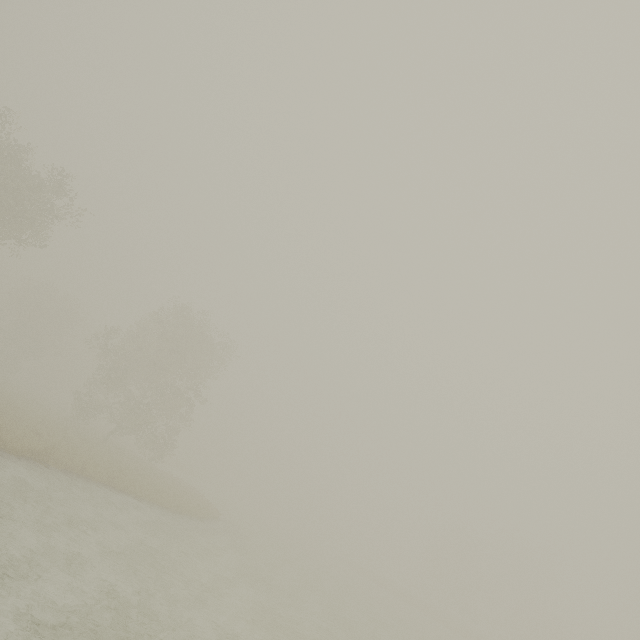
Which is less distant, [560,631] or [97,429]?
[97,429]
